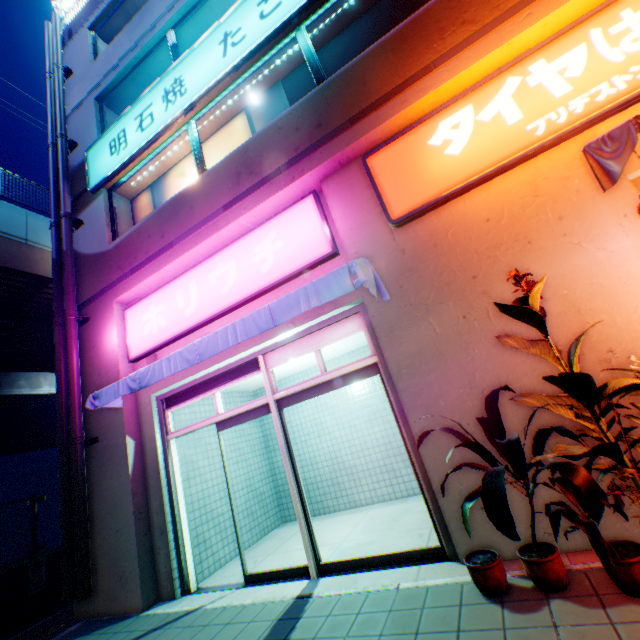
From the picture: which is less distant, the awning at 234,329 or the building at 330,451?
the awning at 234,329

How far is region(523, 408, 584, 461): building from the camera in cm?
326

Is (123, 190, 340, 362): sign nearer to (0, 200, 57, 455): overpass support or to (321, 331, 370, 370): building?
(321, 331, 370, 370): building

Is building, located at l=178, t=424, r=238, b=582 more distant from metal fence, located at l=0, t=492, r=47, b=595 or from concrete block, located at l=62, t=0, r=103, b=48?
metal fence, located at l=0, t=492, r=47, b=595

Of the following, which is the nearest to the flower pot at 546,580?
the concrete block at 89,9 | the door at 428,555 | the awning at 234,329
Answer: the door at 428,555

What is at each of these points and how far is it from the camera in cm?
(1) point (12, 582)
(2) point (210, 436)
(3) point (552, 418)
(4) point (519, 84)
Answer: (1) concrete block, 615
(2) building, 688
(3) building, 334
(4) sign, 387

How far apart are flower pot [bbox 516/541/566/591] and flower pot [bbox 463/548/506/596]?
0.16m

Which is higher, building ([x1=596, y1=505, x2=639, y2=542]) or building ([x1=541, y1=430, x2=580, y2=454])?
building ([x1=541, y1=430, x2=580, y2=454])
